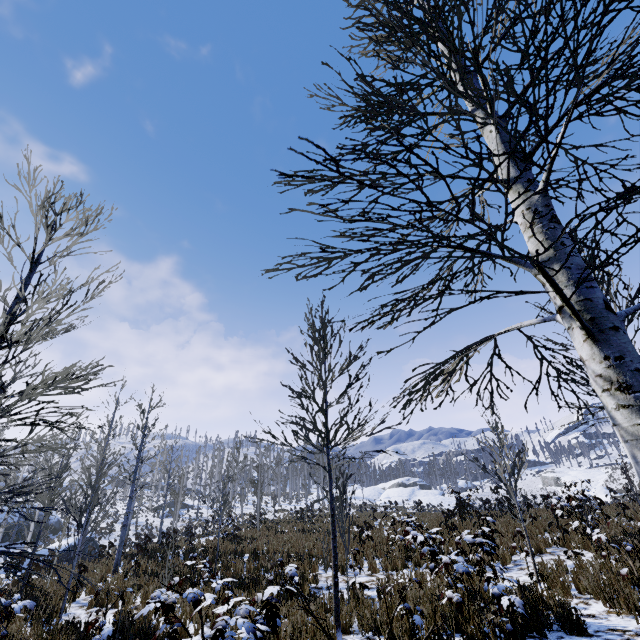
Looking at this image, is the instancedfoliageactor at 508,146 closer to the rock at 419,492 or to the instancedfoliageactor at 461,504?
the instancedfoliageactor at 461,504

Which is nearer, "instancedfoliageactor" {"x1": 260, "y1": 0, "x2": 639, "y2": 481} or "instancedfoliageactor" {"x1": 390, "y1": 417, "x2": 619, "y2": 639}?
"instancedfoliageactor" {"x1": 260, "y1": 0, "x2": 639, "y2": 481}

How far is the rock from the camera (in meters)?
48.16

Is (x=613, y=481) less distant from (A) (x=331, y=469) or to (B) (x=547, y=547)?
(B) (x=547, y=547)

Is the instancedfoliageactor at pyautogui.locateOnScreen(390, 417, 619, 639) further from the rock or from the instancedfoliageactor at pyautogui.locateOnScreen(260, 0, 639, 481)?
the rock

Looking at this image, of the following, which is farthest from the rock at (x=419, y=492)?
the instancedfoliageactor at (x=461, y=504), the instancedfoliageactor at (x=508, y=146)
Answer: the instancedfoliageactor at (x=508, y=146)

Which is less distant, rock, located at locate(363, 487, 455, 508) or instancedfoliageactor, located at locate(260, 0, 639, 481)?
instancedfoliageactor, located at locate(260, 0, 639, 481)
